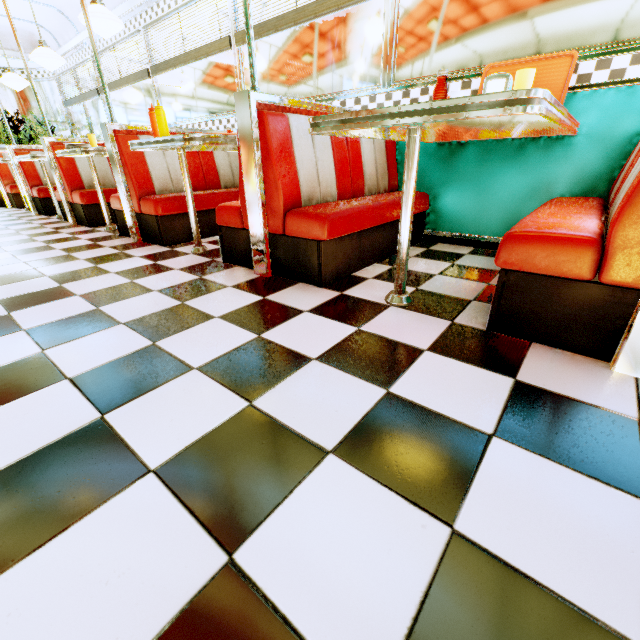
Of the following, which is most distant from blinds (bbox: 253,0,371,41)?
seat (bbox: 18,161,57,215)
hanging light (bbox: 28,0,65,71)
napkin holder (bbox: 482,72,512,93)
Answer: seat (bbox: 18,161,57,215)

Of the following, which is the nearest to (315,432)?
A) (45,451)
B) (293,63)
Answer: (45,451)

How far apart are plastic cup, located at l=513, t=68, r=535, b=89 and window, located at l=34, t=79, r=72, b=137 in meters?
9.5

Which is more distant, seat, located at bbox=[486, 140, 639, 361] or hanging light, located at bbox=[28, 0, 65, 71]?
hanging light, located at bbox=[28, 0, 65, 71]

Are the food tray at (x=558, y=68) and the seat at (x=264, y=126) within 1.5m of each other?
yes

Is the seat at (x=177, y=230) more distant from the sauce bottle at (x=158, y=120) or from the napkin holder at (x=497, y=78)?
the napkin holder at (x=497, y=78)

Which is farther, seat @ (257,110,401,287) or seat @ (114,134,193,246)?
seat @ (114,134,193,246)

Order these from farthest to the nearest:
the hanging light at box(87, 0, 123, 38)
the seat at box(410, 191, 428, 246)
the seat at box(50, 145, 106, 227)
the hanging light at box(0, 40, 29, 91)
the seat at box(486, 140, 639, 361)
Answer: the hanging light at box(0, 40, 29, 91), the seat at box(50, 145, 106, 227), the hanging light at box(87, 0, 123, 38), the seat at box(410, 191, 428, 246), the seat at box(486, 140, 639, 361)
